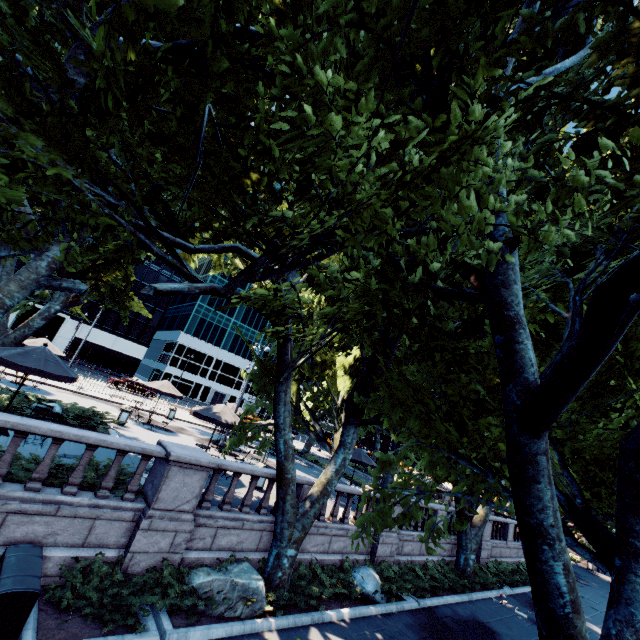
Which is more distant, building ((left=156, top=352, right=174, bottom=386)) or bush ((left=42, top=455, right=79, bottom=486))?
building ((left=156, top=352, right=174, bottom=386))

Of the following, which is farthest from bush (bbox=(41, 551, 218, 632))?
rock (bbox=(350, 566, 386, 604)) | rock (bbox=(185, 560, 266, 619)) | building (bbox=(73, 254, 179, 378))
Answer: building (bbox=(73, 254, 179, 378))

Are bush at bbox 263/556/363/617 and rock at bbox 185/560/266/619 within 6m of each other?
yes

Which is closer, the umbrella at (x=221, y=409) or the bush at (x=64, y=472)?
the bush at (x=64, y=472)

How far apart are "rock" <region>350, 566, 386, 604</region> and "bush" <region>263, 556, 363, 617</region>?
0.9m

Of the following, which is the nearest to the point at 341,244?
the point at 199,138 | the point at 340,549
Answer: the point at 199,138

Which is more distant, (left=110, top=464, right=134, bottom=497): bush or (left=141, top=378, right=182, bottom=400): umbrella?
(left=141, top=378, right=182, bottom=400): umbrella

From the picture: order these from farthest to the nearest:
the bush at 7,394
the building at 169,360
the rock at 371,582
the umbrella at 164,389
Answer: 1. the building at 169,360
2. the umbrella at 164,389
3. the bush at 7,394
4. the rock at 371,582
